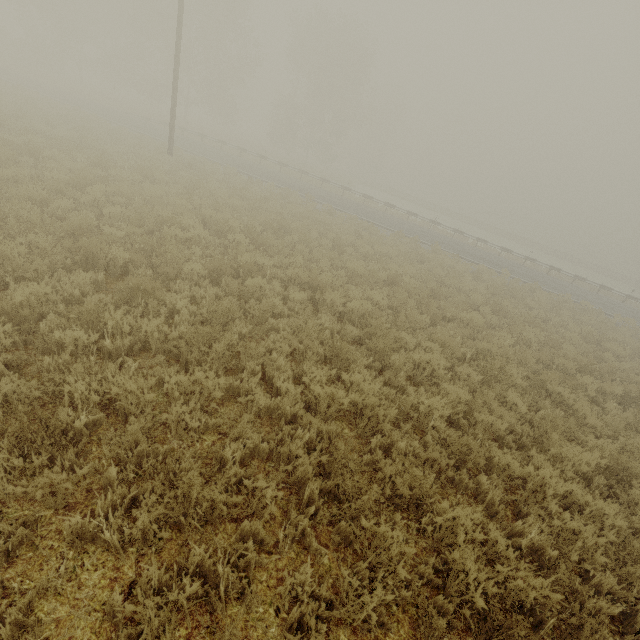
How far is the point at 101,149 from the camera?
13.5m

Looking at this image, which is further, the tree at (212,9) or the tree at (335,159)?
the tree at (335,159)

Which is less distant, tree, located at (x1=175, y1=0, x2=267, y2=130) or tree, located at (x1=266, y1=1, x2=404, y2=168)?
tree, located at (x1=175, y1=0, x2=267, y2=130)
